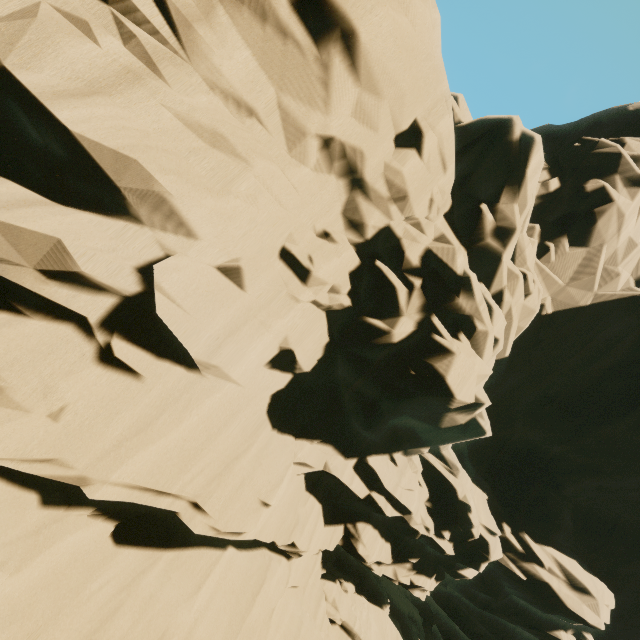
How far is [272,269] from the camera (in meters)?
8.00
